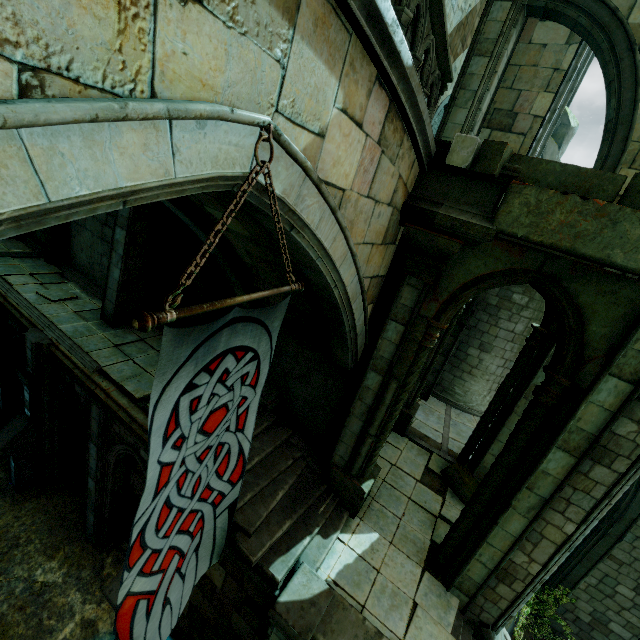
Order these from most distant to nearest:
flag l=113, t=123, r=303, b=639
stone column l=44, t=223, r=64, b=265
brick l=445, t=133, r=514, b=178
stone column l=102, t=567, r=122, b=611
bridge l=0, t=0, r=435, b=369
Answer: stone column l=44, t=223, r=64, b=265, stone column l=102, t=567, r=122, b=611, brick l=445, t=133, r=514, b=178, flag l=113, t=123, r=303, b=639, bridge l=0, t=0, r=435, b=369

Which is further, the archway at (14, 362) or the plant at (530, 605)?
the archway at (14, 362)

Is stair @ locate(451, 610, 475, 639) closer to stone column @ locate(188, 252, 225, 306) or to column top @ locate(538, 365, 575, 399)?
column top @ locate(538, 365, 575, 399)

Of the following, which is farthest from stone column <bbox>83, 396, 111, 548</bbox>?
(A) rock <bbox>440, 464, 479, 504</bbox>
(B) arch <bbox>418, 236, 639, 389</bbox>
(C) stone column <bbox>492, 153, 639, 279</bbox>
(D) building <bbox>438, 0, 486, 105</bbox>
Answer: (D) building <bbox>438, 0, 486, 105</bbox>

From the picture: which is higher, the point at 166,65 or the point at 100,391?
the point at 166,65

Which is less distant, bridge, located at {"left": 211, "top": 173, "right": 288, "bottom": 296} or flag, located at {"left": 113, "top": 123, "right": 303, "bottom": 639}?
flag, located at {"left": 113, "top": 123, "right": 303, "bottom": 639}

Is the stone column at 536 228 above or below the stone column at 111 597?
above

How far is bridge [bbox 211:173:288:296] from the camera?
2.9 meters
